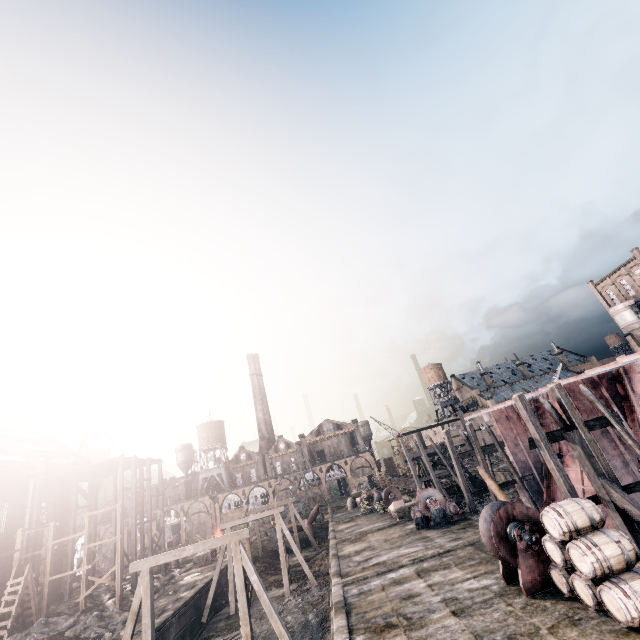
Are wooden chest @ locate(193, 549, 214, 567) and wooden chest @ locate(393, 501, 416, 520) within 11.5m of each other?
no

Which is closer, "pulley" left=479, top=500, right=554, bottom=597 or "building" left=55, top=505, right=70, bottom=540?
"pulley" left=479, top=500, right=554, bottom=597

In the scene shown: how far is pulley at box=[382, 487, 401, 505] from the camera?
35.16m

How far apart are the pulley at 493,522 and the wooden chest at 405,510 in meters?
18.4

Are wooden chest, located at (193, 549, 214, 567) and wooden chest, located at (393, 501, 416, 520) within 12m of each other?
no

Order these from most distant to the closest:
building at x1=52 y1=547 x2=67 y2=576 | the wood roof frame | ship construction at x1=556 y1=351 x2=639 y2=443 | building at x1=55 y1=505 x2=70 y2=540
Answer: building at x1=55 y1=505 x2=70 y2=540, building at x1=52 y1=547 x2=67 y2=576, the wood roof frame, ship construction at x1=556 y1=351 x2=639 y2=443

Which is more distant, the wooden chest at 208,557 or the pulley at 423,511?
the wooden chest at 208,557

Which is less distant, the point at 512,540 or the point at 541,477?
the point at 512,540
